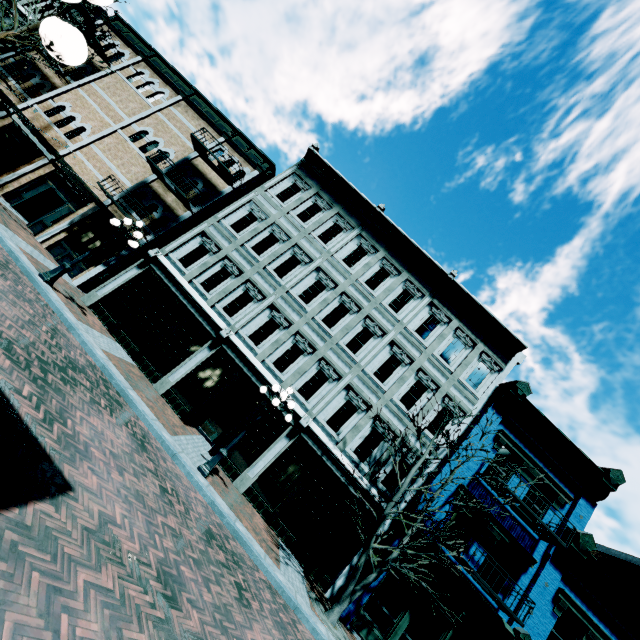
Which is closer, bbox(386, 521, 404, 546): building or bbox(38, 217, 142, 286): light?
bbox(38, 217, 142, 286): light

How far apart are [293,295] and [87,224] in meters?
11.0 m

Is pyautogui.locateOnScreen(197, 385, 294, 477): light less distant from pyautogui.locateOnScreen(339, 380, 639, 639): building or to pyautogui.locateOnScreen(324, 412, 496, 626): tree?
pyautogui.locateOnScreen(324, 412, 496, 626): tree

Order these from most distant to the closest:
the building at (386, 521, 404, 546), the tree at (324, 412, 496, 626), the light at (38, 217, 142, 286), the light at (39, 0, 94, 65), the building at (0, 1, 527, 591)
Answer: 1. the building at (0, 1, 527, 591)
2. the building at (386, 521, 404, 546)
3. the light at (38, 217, 142, 286)
4. the tree at (324, 412, 496, 626)
5. the light at (39, 0, 94, 65)

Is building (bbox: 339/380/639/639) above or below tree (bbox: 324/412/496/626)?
above

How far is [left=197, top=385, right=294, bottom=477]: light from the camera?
9.6m

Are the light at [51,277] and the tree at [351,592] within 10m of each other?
no

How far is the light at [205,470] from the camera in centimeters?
965cm
